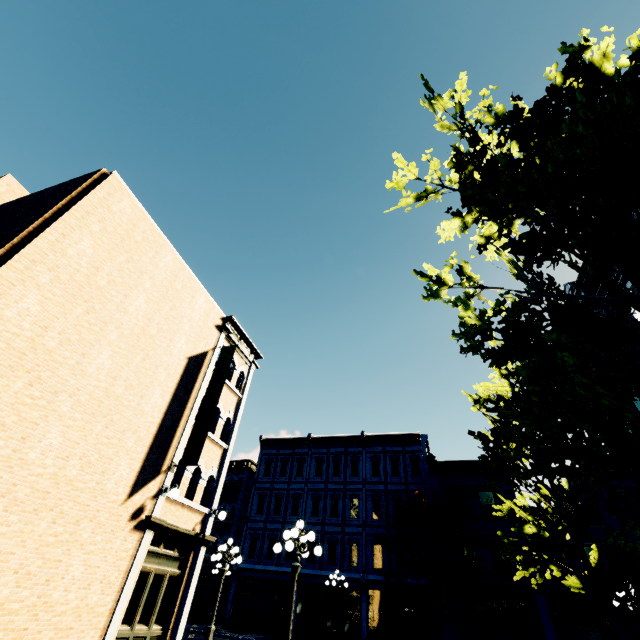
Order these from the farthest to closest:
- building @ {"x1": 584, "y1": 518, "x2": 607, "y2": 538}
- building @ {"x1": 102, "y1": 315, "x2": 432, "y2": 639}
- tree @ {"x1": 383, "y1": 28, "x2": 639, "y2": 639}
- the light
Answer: building @ {"x1": 584, "y1": 518, "x2": 607, "y2": 538}, building @ {"x1": 102, "y1": 315, "x2": 432, "y2": 639}, the light, tree @ {"x1": 383, "y1": 28, "x2": 639, "y2": 639}

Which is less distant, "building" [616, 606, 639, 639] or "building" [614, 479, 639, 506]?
"building" [614, 479, 639, 506]

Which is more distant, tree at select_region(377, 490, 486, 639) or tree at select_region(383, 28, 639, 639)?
tree at select_region(377, 490, 486, 639)

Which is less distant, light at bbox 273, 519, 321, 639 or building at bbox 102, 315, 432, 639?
light at bbox 273, 519, 321, 639

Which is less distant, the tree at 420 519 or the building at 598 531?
the tree at 420 519

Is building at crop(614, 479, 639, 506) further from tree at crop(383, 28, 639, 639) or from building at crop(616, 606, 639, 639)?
tree at crop(383, 28, 639, 639)

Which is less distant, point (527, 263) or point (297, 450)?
point (527, 263)

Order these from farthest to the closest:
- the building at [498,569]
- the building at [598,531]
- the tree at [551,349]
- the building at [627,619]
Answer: the building at [598,531] < the building at [498,569] < the building at [627,619] < the tree at [551,349]
